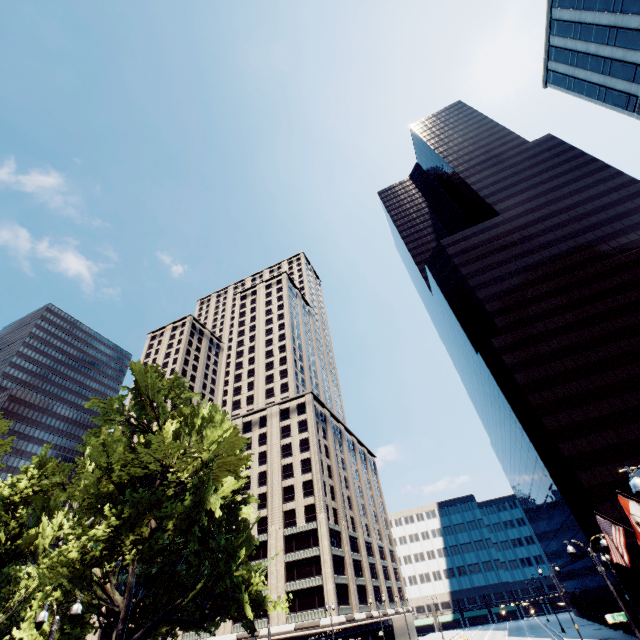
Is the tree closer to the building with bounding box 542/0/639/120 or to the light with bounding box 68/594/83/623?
the light with bounding box 68/594/83/623

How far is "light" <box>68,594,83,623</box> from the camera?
12.4 meters

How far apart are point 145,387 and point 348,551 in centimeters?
5442cm

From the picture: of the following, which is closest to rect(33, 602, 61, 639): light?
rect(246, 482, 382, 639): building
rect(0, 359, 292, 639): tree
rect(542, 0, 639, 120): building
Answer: rect(0, 359, 292, 639): tree

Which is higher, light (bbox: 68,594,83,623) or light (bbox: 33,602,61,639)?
light (bbox: 33,602,61,639)

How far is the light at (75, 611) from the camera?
12.4m

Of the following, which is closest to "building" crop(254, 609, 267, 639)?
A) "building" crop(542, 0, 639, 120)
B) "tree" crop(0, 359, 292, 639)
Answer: "tree" crop(0, 359, 292, 639)

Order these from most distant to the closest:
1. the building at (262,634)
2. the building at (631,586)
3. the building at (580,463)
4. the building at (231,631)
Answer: the building at (231,631), the building at (262,634), the building at (580,463), the building at (631,586)
